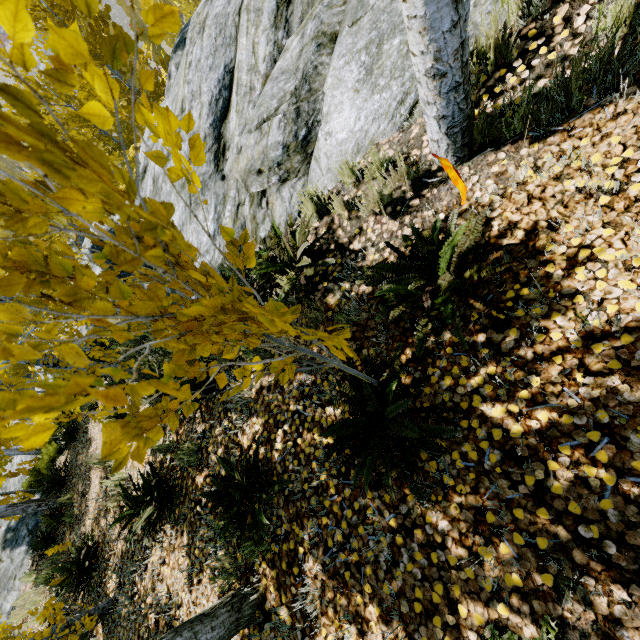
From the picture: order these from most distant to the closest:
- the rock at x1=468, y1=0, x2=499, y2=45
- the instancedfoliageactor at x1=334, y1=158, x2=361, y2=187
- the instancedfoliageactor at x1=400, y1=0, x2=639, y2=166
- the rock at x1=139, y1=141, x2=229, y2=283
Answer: the rock at x1=139, y1=141, x2=229, y2=283 → the instancedfoliageactor at x1=334, y1=158, x2=361, y2=187 → the rock at x1=468, y1=0, x2=499, y2=45 → the instancedfoliageactor at x1=400, y1=0, x2=639, y2=166

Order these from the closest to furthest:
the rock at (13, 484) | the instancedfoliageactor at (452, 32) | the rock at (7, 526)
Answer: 1. the instancedfoliageactor at (452, 32)
2. the rock at (7, 526)
3. the rock at (13, 484)

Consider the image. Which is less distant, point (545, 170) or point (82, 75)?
point (82, 75)

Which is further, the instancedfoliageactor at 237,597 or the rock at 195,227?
the rock at 195,227

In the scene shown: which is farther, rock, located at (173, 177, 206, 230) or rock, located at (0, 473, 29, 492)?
rock, located at (0, 473, 29, 492)

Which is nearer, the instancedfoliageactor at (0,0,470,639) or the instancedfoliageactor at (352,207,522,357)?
the instancedfoliageactor at (0,0,470,639)

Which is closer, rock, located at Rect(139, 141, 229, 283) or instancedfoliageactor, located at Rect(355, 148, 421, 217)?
instancedfoliageactor, located at Rect(355, 148, 421, 217)

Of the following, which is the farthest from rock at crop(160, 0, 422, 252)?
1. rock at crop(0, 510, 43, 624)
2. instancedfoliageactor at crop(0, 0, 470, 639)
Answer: rock at crop(0, 510, 43, 624)
